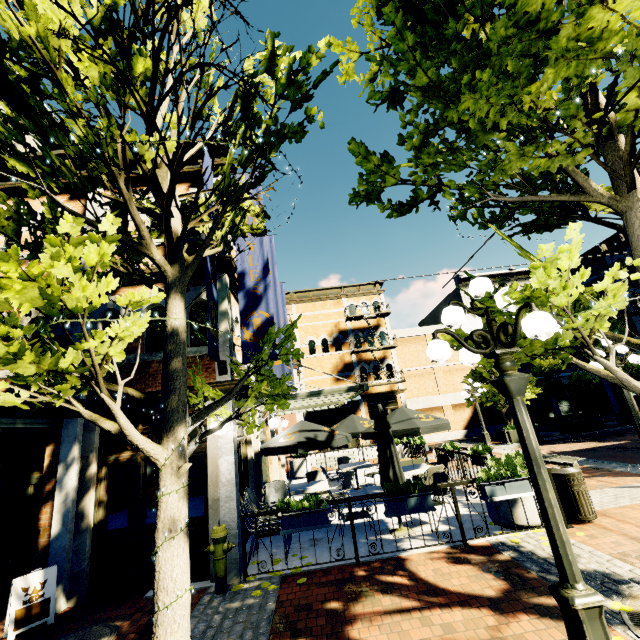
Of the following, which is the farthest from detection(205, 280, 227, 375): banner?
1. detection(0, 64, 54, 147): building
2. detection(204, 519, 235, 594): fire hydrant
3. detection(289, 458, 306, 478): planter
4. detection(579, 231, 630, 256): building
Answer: detection(579, 231, 630, 256): building

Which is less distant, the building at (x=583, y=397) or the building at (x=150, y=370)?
the building at (x=150, y=370)

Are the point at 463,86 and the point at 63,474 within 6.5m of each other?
no

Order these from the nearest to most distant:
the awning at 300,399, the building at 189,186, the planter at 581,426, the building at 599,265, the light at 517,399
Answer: the light at 517,399 < the awning at 300,399 < the building at 189,186 < the planter at 581,426 < the building at 599,265

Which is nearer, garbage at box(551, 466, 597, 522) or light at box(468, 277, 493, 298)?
light at box(468, 277, 493, 298)

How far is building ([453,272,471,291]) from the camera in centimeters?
2919cm

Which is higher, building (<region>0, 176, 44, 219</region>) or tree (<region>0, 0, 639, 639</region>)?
building (<region>0, 176, 44, 219</region>)

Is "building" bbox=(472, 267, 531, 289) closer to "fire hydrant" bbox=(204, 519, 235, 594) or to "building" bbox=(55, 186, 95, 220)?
"building" bbox=(55, 186, 95, 220)
